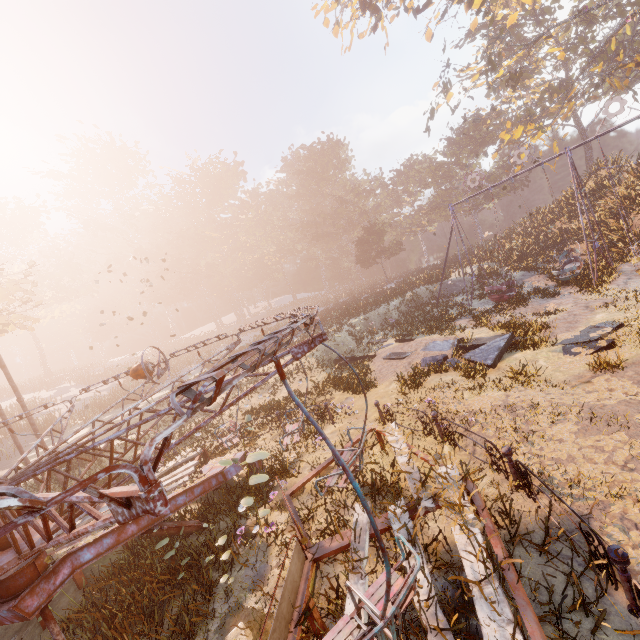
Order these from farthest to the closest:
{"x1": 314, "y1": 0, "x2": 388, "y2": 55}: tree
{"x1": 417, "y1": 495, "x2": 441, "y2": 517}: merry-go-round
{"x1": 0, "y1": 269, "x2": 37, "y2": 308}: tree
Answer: {"x1": 0, "y1": 269, "x2": 37, "y2": 308}: tree < {"x1": 314, "y1": 0, "x2": 388, "y2": 55}: tree < {"x1": 417, "y1": 495, "x2": 441, "y2": 517}: merry-go-round

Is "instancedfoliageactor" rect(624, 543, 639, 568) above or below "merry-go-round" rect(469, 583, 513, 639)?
below

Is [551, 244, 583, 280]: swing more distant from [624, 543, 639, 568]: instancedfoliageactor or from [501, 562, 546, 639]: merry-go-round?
[501, 562, 546, 639]: merry-go-round

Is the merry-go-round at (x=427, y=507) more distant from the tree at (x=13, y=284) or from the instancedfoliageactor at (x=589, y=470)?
the tree at (x=13, y=284)

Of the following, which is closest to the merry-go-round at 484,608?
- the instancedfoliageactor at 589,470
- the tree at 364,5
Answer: the instancedfoliageactor at 589,470

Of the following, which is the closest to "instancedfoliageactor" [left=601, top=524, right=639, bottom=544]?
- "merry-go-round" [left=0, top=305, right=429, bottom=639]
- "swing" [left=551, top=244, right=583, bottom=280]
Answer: "merry-go-round" [left=0, top=305, right=429, bottom=639]

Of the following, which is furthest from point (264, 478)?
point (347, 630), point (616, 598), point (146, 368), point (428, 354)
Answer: point (428, 354)

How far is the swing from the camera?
16.3m
